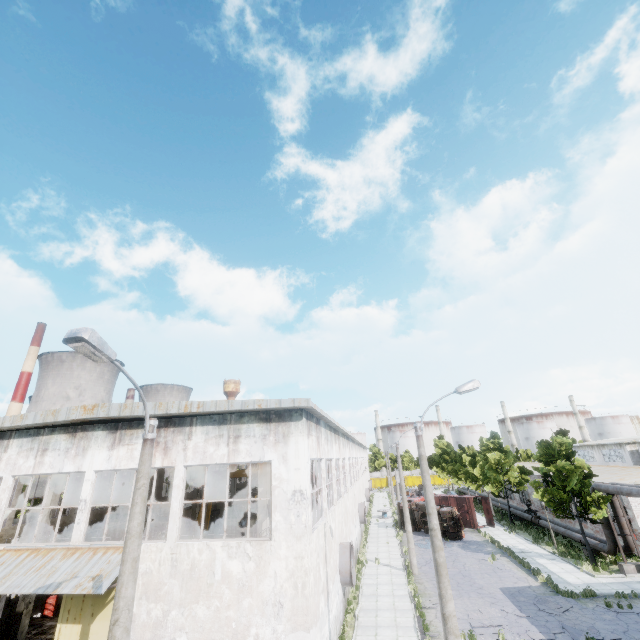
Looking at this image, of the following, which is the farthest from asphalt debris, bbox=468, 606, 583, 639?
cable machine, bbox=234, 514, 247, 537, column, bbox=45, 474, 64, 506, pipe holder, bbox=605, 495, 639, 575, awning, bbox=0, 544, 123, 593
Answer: cable machine, bbox=234, 514, 247, 537

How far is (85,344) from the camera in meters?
5.6 m

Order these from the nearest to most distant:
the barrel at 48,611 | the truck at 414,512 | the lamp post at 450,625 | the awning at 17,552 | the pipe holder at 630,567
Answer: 1. the lamp post at 450,625
2. the awning at 17,552
3. the barrel at 48,611
4. the pipe holder at 630,567
5. the truck at 414,512

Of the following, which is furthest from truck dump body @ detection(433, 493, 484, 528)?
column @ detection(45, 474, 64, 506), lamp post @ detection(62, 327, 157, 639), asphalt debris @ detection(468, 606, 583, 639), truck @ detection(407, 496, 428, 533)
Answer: lamp post @ detection(62, 327, 157, 639)

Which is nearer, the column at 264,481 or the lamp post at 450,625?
the lamp post at 450,625

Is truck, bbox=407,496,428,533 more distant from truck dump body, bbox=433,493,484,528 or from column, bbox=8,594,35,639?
column, bbox=8,594,35,639

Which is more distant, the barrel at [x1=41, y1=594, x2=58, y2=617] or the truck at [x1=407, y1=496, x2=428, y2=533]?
the truck at [x1=407, y1=496, x2=428, y2=533]

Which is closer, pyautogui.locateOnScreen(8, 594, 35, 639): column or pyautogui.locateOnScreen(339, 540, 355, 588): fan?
pyautogui.locateOnScreen(8, 594, 35, 639): column
